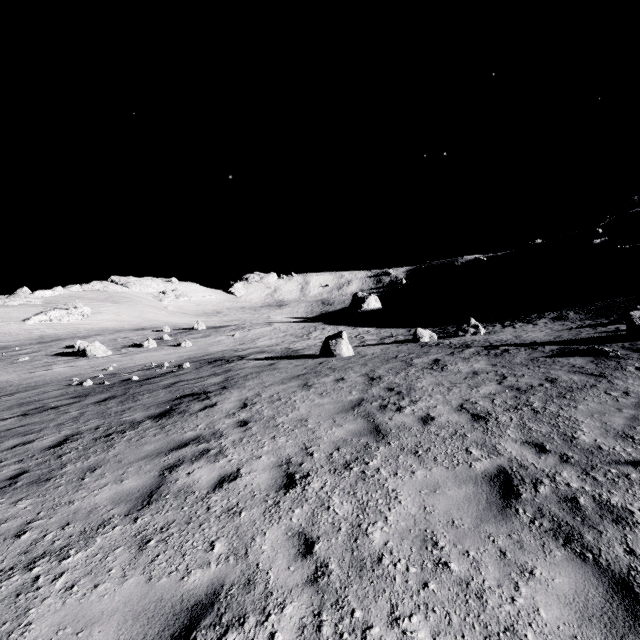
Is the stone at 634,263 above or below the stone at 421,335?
above

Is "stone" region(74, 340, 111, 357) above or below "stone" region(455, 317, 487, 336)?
above

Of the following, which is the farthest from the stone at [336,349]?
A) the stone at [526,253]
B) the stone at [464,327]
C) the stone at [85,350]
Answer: the stone at [526,253]

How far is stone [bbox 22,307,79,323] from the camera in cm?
5344

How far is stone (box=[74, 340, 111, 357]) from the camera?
25.61m

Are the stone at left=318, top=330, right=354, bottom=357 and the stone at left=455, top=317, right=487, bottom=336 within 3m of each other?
no

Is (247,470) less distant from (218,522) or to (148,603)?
(218,522)

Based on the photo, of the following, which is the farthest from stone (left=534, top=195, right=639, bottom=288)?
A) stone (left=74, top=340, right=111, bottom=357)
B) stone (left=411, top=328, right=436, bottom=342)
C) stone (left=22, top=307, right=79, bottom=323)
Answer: stone (left=22, top=307, right=79, bottom=323)
